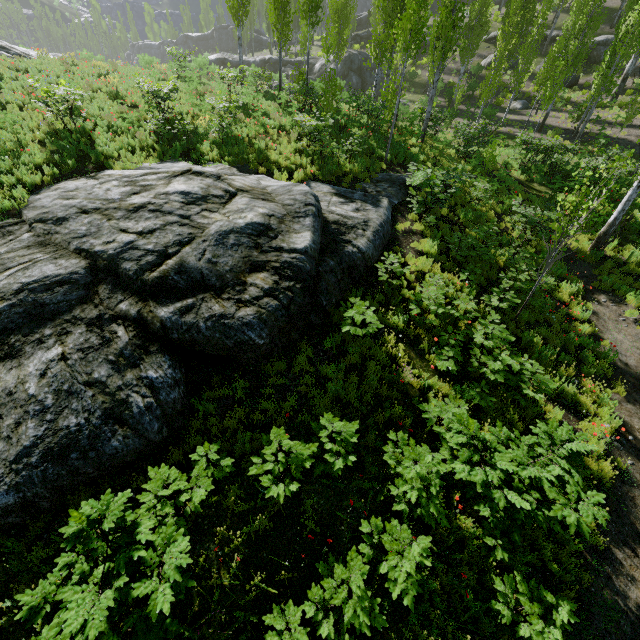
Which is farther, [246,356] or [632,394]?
[632,394]

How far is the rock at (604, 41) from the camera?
29.0m

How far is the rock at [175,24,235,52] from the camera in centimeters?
5566cm

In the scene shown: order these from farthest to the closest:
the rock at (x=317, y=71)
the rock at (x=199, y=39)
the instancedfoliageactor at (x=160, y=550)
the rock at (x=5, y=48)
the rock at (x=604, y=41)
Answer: the rock at (x=199, y=39) < the rock at (x=317, y=71) < the rock at (x=604, y=41) < the rock at (x=5, y=48) < the instancedfoliageactor at (x=160, y=550)

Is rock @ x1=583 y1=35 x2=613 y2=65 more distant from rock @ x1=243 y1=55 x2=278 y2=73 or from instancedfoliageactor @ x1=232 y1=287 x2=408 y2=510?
rock @ x1=243 y1=55 x2=278 y2=73

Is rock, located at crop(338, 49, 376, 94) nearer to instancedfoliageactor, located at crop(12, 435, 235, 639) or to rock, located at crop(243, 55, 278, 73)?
rock, located at crop(243, 55, 278, 73)

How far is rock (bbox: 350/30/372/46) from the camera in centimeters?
4303cm

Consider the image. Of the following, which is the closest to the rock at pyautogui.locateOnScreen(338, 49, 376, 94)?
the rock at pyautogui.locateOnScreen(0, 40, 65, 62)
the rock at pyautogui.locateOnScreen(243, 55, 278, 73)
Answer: the rock at pyautogui.locateOnScreen(243, 55, 278, 73)
